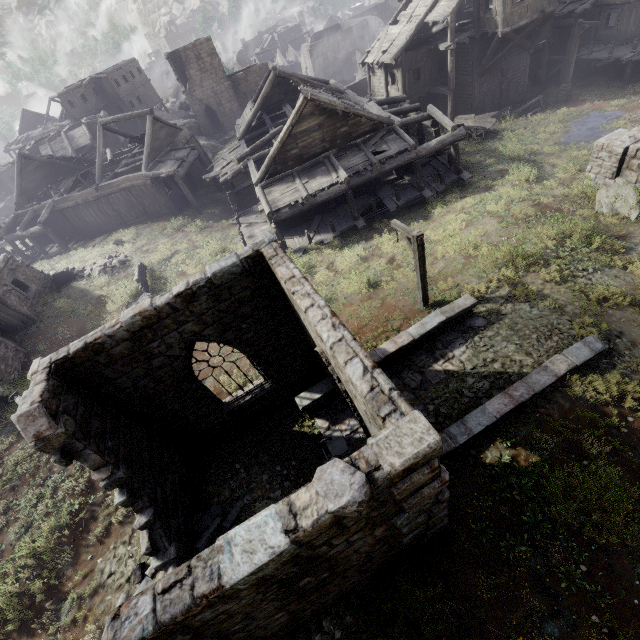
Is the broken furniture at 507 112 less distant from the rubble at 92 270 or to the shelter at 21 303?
the rubble at 92 270

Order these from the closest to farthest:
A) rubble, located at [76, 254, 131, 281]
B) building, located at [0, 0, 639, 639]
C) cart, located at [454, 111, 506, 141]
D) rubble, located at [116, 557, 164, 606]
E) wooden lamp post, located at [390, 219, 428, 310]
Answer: building, located at [0, 0, 639, 639]
rubble, located at [116, 557, 164, 606]
wooden lamp post, located at [390, 219, 428, 310]
rubble, located at [76, 254, 131, 281]
cart, located at [454, 111, 506, 141]

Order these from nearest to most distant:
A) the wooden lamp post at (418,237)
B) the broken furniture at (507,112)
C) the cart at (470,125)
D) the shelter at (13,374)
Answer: the wooden lamp post at (418,237) → the shelter at (13,374) → the cart at (470,125) → the broken furniture at (507,112)

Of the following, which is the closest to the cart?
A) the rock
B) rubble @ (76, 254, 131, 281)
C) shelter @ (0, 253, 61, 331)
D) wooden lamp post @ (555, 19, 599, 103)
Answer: wooden lamp post @ (555, 19, 599, 103)

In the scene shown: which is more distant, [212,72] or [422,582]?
[212,72]

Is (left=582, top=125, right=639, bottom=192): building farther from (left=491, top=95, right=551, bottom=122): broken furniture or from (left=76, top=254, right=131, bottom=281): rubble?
(left=76, top=254, right=131, bottom=281): rubble

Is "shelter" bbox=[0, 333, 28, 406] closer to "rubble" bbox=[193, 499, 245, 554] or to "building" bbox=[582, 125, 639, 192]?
"rubble" bbox=[193, 499, 245, 554]

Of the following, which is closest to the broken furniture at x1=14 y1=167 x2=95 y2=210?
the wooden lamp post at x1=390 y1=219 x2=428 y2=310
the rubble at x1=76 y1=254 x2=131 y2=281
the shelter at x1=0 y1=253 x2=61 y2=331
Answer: the rubble at x1=76 y1=254 x2=131 y2=281
